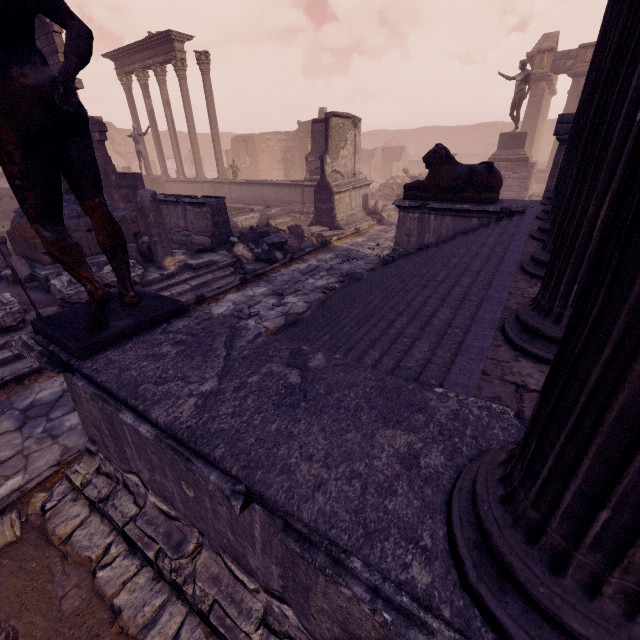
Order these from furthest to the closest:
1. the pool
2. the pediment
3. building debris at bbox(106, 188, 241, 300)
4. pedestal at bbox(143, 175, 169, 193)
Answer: the pediment < pedestal at bbox(143, 175, 169, 193) < the pool < building debris at bbox(106, 188, 241, 300)

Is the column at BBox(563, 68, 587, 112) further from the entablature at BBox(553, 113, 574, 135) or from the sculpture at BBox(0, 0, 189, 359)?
the sculpture at BBox(0, 0, 189, 359)

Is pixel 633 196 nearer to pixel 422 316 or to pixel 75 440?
pixel 422 316

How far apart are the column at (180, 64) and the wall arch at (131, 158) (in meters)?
18.35

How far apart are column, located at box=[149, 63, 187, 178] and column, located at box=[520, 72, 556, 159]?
23.4m

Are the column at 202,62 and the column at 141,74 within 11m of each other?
yes

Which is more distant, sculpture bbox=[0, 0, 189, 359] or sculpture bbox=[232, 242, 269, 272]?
sculpture bbox=[232, 242, 269, 272]

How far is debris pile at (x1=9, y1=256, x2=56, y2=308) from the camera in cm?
692
